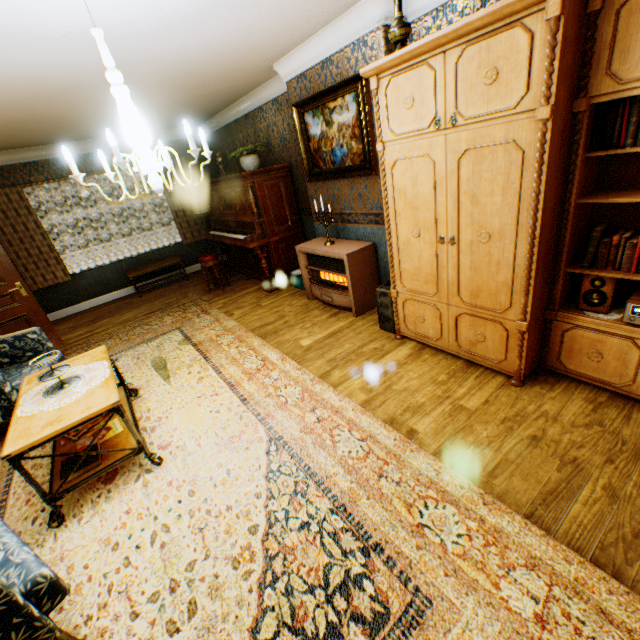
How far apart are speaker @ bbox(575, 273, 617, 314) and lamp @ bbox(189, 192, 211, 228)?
7.2 meters

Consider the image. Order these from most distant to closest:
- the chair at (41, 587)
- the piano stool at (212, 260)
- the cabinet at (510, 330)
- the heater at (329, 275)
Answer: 1. the piano stool at (212, 260)
2. the heater at (329, 275)
3. the cabinet at (510, 330)
4. the chair at (41, 587)

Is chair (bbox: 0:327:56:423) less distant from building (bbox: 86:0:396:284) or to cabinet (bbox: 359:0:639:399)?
building (bbox: 86:0:396:284)

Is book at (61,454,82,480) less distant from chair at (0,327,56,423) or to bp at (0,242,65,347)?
chair at (0,327,56,423)

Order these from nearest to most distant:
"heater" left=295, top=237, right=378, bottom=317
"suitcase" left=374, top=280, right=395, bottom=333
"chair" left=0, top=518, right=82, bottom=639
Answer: "chair" left=0, top=518, right=82, bottom=639, "suitcase" left=374, top=280, right=395, bottom=333, "heater" left=295, top=237, right=378, bottom=317

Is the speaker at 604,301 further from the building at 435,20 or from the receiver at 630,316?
the building at 435,20

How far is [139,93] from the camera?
4.21m

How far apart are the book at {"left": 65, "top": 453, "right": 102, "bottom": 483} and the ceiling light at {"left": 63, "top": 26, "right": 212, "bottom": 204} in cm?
189
